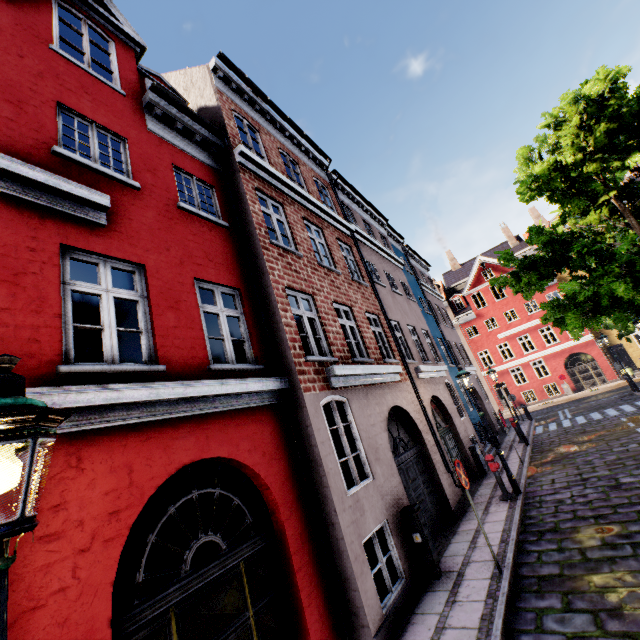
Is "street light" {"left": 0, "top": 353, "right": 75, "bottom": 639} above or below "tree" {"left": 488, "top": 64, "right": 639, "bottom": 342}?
below

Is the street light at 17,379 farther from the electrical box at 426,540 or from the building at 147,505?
the electrical box at 426,540

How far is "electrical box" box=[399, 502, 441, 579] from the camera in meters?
6.3

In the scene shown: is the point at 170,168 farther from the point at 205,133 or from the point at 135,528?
the point at 135,528

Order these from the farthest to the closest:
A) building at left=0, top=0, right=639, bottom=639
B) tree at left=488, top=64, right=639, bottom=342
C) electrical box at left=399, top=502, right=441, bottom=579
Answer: tree at left=488, top=64, right=639, bottom=342, electrical box at left=399, top=502, right=441, bottom=579, building at left=0, top=0, right=639, bottom=639

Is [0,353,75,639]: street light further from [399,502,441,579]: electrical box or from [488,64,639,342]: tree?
[399,502,441,579]: electrical box

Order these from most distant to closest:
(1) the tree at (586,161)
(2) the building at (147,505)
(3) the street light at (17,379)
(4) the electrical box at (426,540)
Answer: (1) the tree at (586,161)
(4) the electrical box at (426,540)
(2) the building at (147,505)
(3) the street light at (17,379)
